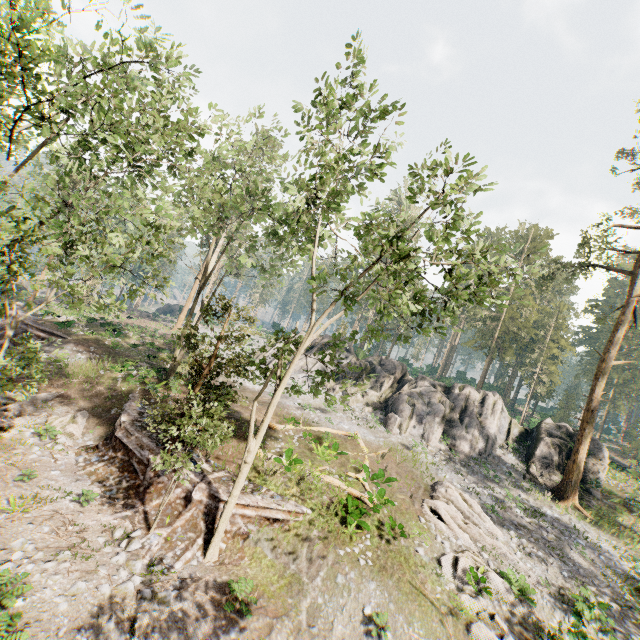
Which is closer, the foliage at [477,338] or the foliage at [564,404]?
the foliage at [477,338]

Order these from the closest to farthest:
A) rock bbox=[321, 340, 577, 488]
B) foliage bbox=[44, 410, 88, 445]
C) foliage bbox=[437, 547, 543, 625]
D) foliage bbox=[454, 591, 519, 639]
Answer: foliage bbox=[454, 591, 519, 639] < foliage bbox=[437, 547, 543, 625] < foliage bbox=[44, 410, 88, 445] < rock bbox=[321, 340, 577, 488]

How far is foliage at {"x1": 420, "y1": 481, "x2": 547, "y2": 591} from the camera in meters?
16.1

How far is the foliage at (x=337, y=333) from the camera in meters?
14.9

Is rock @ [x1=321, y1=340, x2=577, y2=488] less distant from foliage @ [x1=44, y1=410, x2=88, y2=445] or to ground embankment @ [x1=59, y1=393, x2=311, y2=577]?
foliage @ [x1=44, y1=410, x2=88, y2=445]

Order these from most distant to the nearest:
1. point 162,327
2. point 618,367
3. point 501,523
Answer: point 618,367, point 162,327, point 501,523

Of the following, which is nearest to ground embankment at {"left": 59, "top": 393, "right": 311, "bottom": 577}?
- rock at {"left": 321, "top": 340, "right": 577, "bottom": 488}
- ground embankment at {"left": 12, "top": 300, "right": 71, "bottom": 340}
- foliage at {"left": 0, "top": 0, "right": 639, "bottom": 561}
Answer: foliage at {"left": 0, "top": 0, "right": 639, "bottom": 561}

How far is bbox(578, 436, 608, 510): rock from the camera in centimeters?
2360cm
